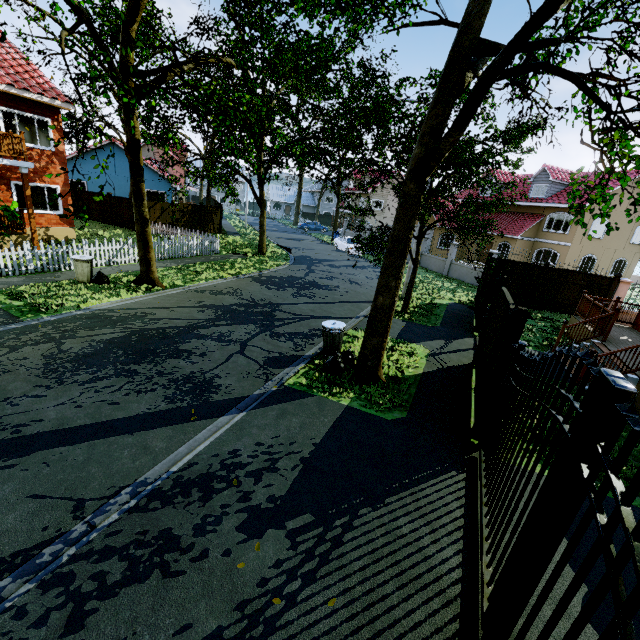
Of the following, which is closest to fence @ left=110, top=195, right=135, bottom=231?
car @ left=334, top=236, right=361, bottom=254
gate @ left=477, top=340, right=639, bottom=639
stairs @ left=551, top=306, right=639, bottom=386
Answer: car @ left=334, top=236, right=361, bottom=254

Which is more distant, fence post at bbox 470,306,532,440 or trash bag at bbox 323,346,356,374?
trash bag at bbox 323,346,356,374

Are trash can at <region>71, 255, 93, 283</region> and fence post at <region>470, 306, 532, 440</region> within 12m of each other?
no

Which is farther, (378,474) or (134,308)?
(134,308)

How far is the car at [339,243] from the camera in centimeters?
2881cm

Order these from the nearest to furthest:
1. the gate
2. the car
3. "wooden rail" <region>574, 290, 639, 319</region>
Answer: the gate
"wooden rail" <region>574, 290, 639, 319</region>
the car

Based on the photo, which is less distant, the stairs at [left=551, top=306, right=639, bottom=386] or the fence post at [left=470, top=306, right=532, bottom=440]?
the fence post at [left=470, top=306, right=532, bottom=440]

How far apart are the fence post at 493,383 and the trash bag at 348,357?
3.06m
